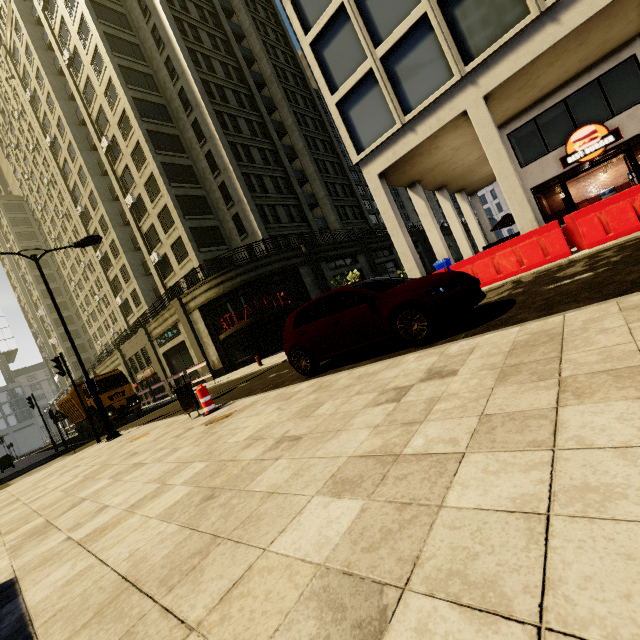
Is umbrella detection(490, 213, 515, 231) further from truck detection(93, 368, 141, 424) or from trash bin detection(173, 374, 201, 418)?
truck detection(93, 368, 141, 424)

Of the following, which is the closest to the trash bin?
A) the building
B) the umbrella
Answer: the building

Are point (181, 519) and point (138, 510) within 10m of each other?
yes

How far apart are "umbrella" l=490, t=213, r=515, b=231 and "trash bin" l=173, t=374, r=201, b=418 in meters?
19.2

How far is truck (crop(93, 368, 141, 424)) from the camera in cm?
1956

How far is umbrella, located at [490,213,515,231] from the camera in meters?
18.8

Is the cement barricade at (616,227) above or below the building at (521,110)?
below

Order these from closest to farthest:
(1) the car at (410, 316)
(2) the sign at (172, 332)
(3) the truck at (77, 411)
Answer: (1) the car at (410, 316), (3) the truck at (77, 411), (2) the sign at (172, 332)
